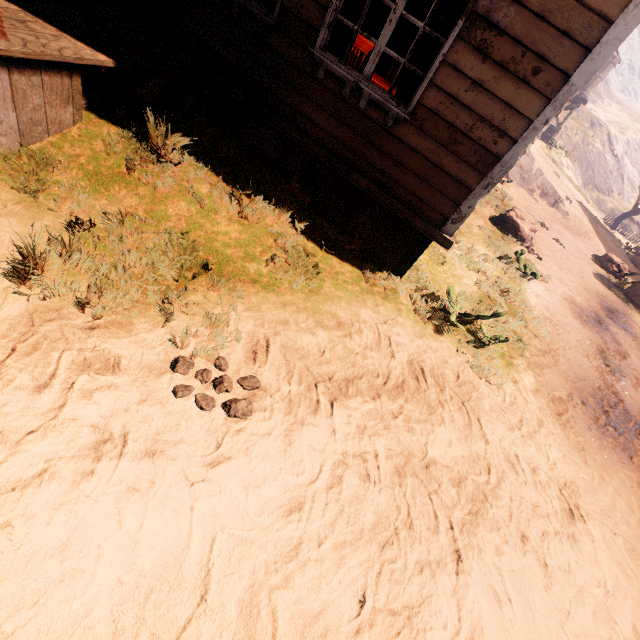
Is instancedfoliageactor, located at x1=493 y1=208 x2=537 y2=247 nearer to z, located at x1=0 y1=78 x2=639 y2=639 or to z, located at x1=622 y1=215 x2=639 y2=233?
z, located at x1=0 y1=78 x2=639 y2=639

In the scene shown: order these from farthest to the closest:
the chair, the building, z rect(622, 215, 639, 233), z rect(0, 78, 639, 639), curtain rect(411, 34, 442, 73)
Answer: z rect(622, 215, 639, 233) < the chair < curtain rect(411, 34, 442, 73) < the building < z rect(0, 78, 639, 639)

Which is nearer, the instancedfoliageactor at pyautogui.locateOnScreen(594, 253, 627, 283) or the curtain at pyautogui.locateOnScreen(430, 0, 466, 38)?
the curtain at pyautogui.locateOnScreen(430, 0, 466, 38)

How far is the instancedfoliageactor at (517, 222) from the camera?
10.07m

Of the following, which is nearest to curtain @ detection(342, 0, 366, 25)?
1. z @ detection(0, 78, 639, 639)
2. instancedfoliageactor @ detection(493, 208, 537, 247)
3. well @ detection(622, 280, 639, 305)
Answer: z @ detection(0, 78, 639, 639)

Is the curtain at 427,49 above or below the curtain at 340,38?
above

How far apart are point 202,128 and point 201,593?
5.4 meters

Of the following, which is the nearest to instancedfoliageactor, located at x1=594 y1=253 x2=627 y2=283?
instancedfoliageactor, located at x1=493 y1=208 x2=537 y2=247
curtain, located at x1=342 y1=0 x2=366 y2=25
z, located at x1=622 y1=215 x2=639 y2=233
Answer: instancedfoliageactor, located at x1=493 y1=208 x2=537 y2=247
